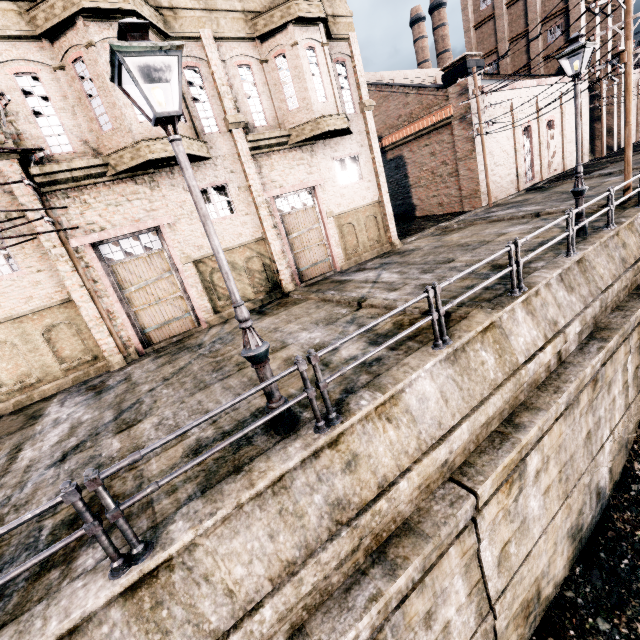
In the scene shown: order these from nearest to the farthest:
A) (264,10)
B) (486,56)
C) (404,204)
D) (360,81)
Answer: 1. (264,10)
2. (360,81)
3. (404,204)
4. (486,56)

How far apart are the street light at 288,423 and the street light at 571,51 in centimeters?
1132cm

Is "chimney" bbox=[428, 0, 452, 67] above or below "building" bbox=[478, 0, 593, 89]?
above

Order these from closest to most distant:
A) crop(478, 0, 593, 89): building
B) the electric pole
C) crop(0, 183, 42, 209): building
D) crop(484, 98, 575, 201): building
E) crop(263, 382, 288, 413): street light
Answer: crop(263, 382, 288, 413): street light < crop(0, 183, 42, 209): building < the electric pole < crop(484, 98, 575, 201): building < crop(478, 0, 593, 89): building

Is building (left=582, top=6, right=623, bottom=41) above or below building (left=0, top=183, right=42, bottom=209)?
above

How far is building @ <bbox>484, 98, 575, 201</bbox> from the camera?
26.0m
